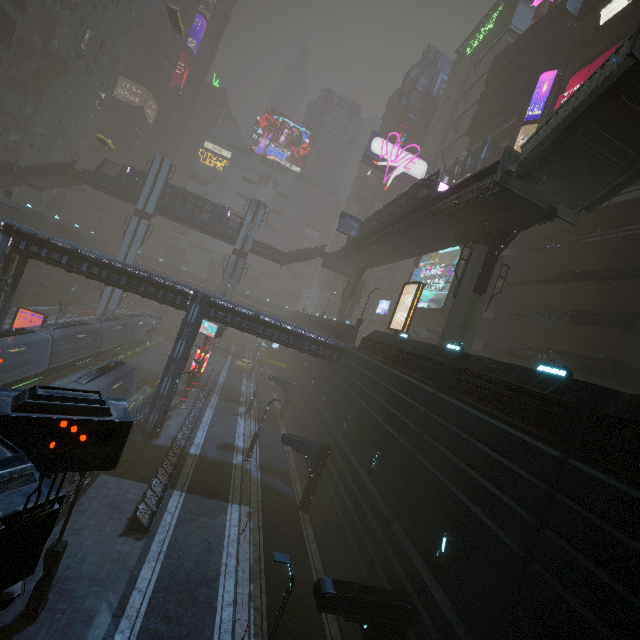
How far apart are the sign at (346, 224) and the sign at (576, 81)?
19.3m

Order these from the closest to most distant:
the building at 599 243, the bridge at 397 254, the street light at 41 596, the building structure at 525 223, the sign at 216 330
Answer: the building at 599 243 < the street light at 41 596 < the building structure at 525 223 < the bridge at 397 254 < the sign at 216 330

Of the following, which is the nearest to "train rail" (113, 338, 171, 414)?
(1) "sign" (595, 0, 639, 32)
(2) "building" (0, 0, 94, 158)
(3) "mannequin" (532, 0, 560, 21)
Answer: (2) "building" (0, 0, 94, 158)

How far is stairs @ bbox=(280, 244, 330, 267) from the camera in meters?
51.0

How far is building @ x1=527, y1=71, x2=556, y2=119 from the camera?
32.66m

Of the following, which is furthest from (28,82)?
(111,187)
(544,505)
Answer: (544,505)

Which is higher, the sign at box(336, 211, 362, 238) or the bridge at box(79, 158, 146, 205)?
the sign at box(336, 211, 362, 238)

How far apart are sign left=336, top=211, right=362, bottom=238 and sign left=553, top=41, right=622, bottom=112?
19.3m
